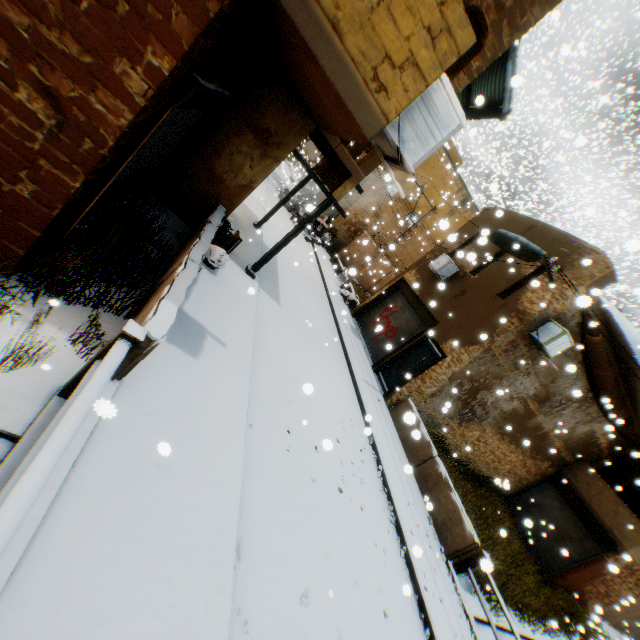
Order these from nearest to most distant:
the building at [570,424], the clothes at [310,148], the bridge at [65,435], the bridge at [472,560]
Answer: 1. the bridge at [65,435]
2. the bridge at [472,560]
3. the building at [570,424]
4. the clothes at [310,148]

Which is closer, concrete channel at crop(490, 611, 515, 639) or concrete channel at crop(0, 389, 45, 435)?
concrete channel at crop(0, 389, 45, 435)

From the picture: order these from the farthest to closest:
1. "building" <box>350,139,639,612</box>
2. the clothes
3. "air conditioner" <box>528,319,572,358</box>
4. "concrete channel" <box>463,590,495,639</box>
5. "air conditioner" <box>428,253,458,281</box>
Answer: the clothes
"air conditioner" <box>428,253,458,281</box>
"building" <box>350,139,639,612</box>
"air conditioner" <box>528,319,572,358</box>
"concrete channel" <box>463,590,495,639</box>

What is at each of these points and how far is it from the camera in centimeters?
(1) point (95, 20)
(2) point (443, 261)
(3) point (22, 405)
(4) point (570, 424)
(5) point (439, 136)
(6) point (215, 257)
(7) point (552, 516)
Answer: (1) building, 261cm
(2) air conditioner, 1390cm
(3) concrete channel, 328cm
(4) building, 1405cm
(5) air conditioner, 381cm
(6) trash bag, 726cm
(7) rolling overhead door, 1531cm

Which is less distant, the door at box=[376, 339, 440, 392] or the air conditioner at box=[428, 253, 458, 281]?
the door at box=[376, 339, 440, 392]

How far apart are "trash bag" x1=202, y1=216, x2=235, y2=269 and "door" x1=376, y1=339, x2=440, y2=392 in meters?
2.1 m

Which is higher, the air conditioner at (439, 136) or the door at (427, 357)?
the air conditioner at (439, 136)

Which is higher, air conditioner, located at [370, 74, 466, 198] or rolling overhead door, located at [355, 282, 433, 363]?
air conditioner, located at [370, 74, 466, 198]
